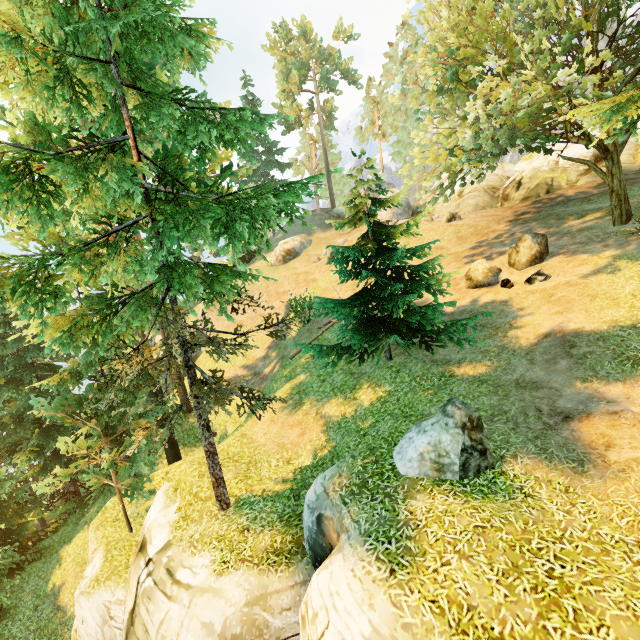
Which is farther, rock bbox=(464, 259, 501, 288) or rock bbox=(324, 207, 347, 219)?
rock bbox=(324, 207, 347, 219)

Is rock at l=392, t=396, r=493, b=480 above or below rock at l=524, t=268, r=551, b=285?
below

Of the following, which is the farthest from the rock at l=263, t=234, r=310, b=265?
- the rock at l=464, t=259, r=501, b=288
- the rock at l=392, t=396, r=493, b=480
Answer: the rock at l=392, t=396, r=493, b=480

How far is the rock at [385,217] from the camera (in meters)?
29.56

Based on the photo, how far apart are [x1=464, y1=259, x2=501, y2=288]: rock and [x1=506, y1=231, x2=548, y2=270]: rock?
0.42m

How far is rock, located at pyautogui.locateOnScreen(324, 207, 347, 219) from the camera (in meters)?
37.66

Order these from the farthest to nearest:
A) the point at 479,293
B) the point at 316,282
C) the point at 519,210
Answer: the point at 316,282
the point at 519,210
the point at 479,293

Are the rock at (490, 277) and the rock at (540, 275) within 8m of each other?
yes
